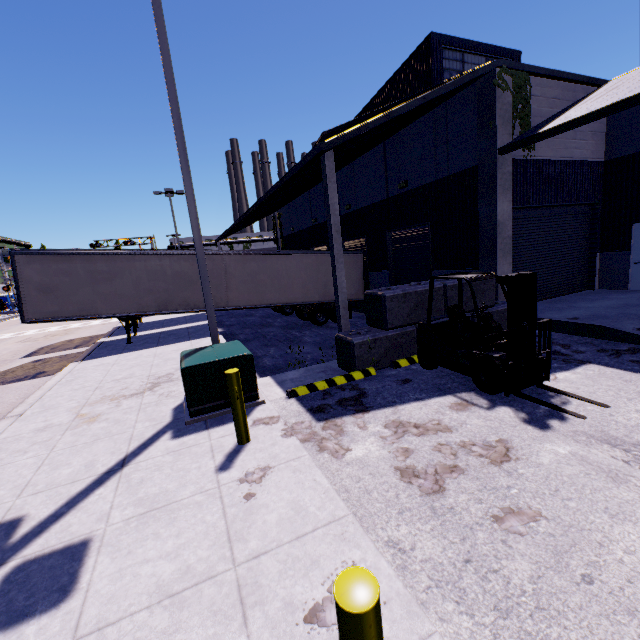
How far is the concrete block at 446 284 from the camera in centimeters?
859cm

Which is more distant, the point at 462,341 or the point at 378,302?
the point at 378,302

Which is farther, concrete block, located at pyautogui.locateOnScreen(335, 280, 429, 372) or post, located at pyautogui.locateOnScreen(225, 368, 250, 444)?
concrete block, located at pyautogui.locateOnScreen(335, 280, 429, 372)

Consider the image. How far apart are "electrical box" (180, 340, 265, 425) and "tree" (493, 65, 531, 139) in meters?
10.3 m

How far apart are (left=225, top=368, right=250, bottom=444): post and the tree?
11.03m

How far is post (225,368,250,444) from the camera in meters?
4.8

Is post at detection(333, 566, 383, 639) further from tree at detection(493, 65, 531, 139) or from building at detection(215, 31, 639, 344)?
tree at detection(493, 65, 531, 139)

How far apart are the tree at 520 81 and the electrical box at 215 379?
10.3 meters
